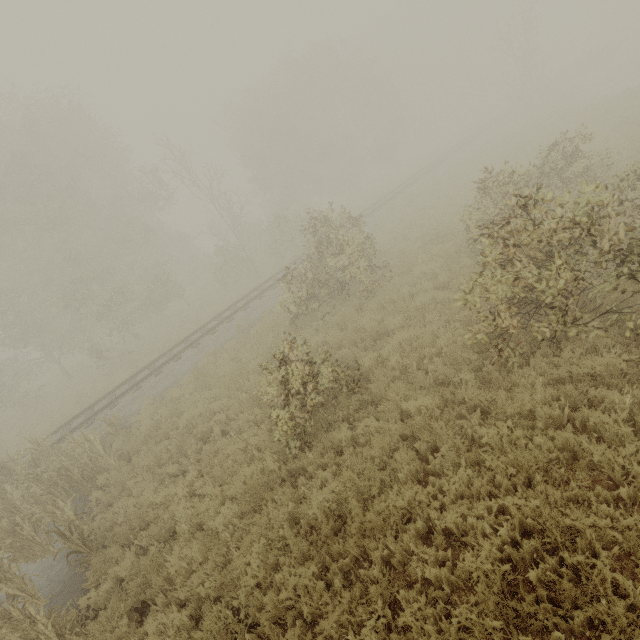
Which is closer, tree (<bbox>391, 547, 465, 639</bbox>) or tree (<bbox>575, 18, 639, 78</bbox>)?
tree (<bbox>391, 547, 465, 639</bbox>)

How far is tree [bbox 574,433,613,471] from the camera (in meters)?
4.08

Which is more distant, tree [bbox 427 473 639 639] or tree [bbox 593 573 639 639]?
tree [bbox 427 473 639 639]

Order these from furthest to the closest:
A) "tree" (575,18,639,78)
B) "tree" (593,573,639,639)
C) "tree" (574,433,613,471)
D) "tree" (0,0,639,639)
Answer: "tree" (575,18,639,78) → "tree" (0,0,639,639) → "tree" (574,433,613,471) → "tree" (593,573,639,639)

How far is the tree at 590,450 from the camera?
4.1 meters

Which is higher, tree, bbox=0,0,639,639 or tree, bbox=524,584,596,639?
tree, bbox=0,0,639,639

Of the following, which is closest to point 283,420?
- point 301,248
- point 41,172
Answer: point 301,248

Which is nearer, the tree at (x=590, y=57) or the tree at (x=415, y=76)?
the tree at (x=415, y=76)
